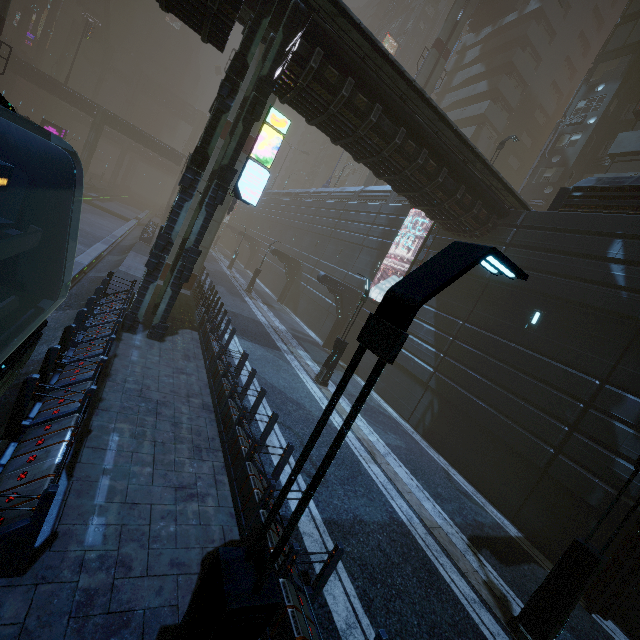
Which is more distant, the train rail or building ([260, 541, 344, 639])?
the train rail

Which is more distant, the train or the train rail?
the train rail

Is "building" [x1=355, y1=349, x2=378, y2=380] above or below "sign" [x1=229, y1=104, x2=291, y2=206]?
below

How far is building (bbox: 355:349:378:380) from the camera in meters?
20.4

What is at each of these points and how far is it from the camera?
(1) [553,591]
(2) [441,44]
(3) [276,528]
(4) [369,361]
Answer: (1) street light, 6.5 meters
(2) sm, 32.6 meters
(3) building, 5.1 meters
(4) building, 20.7 meters

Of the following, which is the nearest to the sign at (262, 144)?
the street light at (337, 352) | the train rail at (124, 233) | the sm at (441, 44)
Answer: the street light at (337, 352)

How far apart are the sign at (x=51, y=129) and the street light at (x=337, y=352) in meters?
42.0 m
